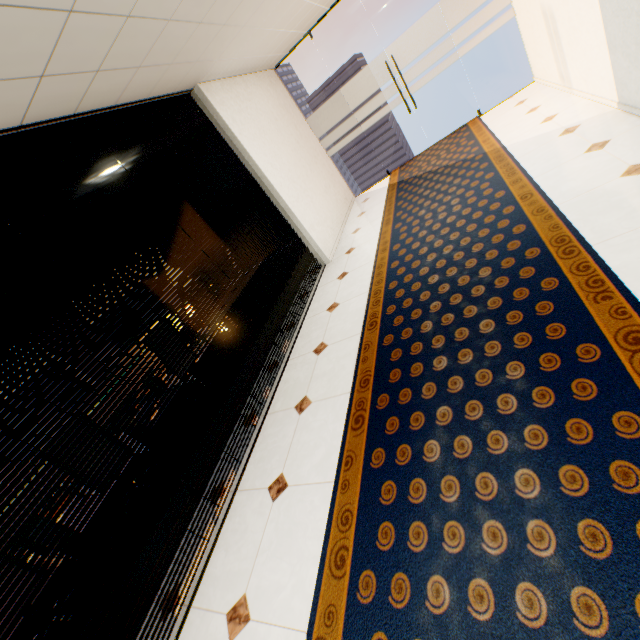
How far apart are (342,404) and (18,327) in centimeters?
227cm
